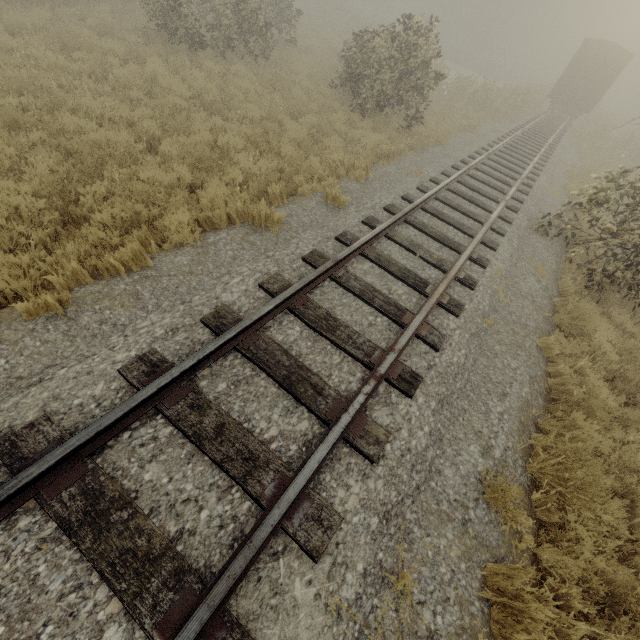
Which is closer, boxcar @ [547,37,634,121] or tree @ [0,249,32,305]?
tree @ [0,249,32,305]

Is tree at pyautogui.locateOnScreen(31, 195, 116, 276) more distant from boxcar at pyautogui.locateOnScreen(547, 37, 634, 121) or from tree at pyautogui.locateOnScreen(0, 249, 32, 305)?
boxcar at pyautogui.locateOnScreen(547, 37, 634, 121)

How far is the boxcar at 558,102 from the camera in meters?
22.5 m

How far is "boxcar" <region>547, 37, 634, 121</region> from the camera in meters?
22.5

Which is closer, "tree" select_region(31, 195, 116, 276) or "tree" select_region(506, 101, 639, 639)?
"tree" select_region(506, 101, 639, 639)

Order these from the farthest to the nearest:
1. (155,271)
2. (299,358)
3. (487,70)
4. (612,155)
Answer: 1. (487,70)
2. (612,155)
3. (155,271)
4. (299,358)

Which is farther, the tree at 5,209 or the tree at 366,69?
the tree at 366,69

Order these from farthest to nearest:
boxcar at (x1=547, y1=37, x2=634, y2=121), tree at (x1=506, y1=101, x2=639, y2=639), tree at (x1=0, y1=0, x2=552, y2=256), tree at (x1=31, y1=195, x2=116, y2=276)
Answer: boxcar at (x1=547, y1=37, x2=634, y2=121), tree at (x1=0, y1=0, x2=552, y2=256), tree at (x1=31, y1=195, x2=116, y2=276), tree at (x1=506, y1=101, x2=639, y2=639)
